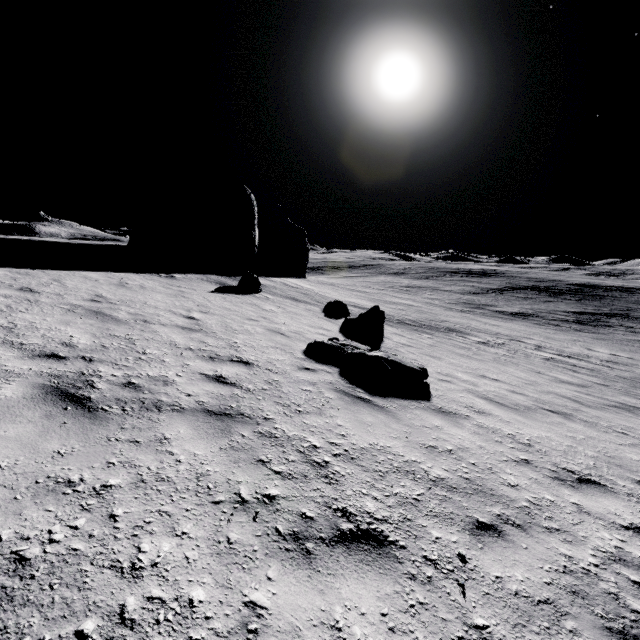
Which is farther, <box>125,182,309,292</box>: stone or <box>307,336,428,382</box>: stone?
<box>125,182,309,292</box>: stone

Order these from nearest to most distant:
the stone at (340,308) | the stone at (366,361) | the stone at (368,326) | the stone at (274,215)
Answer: the stone at (366,361) < the stone at (368,326) < the stone at (340,308) < the stone at (274,215)

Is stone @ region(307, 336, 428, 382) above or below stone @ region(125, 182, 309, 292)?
below

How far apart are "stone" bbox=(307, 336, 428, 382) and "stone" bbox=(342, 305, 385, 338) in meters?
3.6 m

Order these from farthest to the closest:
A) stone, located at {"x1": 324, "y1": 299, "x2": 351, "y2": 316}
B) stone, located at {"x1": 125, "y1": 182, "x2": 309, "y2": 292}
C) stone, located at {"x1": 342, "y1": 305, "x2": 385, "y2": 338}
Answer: stone, located at {"x1": 125, "y1": 182, "x2": 309, "y2": 292}
stone, located at {"x1": 324, "y1": 299, "x2": 351, "y2": 316}
stone, located at {"x1": 342, "y1": 305, "x2": 385, "y2": 338}

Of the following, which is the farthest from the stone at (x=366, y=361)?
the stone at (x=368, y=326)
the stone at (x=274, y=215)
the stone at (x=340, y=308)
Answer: the stone at (x=274, y=215)

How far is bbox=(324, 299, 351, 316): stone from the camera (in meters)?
16.83

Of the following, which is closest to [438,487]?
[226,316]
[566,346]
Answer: [226,316]
